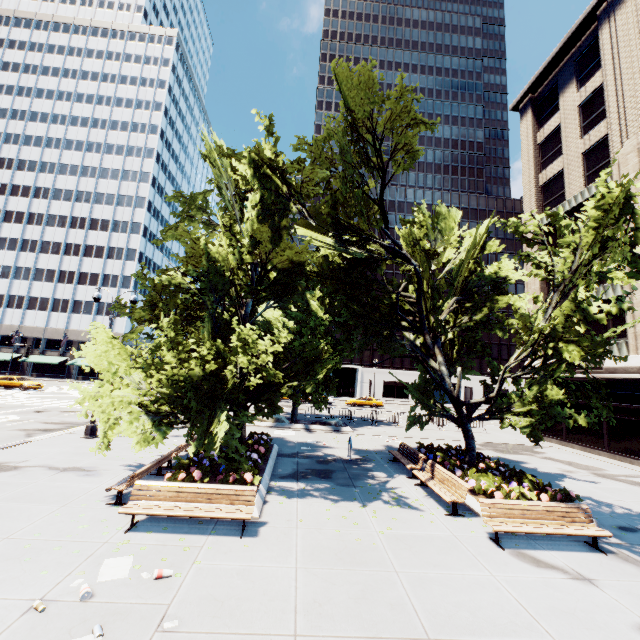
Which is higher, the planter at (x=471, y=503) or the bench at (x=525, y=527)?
the bench at (x=525, y=527)

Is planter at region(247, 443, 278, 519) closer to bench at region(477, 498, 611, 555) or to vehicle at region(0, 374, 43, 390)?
bench at region(477, 498, 611, 555)

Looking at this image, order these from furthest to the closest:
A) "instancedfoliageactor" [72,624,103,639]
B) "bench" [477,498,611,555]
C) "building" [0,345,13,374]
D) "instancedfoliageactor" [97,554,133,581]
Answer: "building" [0,345,13,374] < "bench" [477,498,611,555] < "instancedfoliageactor" [97,554,133,581] < "instancedfoliageactor" [72,624,103,639]

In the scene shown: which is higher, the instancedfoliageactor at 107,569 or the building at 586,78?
the building at 586,78

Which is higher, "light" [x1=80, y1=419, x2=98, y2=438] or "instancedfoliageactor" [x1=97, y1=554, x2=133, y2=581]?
"light" [x1=80, y1=419, x2=98, y2=438]

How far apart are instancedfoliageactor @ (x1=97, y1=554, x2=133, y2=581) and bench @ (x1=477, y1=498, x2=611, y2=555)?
7.8m

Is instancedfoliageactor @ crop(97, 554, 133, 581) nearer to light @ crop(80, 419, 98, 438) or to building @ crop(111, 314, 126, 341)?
light @ crop(80, 419, 98, 438)

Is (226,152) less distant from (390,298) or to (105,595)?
(390,298)
